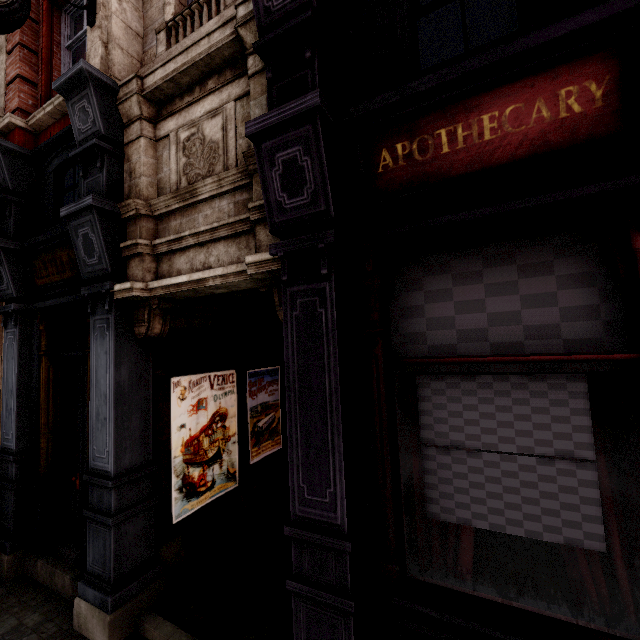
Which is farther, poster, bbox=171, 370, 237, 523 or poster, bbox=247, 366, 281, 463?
poster, bbox=247, 366, 281, 463

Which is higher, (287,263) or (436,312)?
(287,263)

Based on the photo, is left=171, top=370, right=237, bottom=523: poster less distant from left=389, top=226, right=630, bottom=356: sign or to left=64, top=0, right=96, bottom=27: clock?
left=389, top=226, right=630, bottom=356: sign

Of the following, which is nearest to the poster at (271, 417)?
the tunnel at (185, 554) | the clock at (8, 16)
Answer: the tunnel at (185, 554)

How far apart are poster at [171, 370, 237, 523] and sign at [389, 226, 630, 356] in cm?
320

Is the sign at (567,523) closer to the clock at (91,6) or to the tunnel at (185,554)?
the tunnel at (185,554)

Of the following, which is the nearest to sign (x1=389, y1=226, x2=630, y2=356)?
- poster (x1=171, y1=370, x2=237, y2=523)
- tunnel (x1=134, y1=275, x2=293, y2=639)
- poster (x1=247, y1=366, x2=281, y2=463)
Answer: tunnel (x1=134, y1=275, x2=293, y2=639)

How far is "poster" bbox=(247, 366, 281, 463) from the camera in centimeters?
571cm
